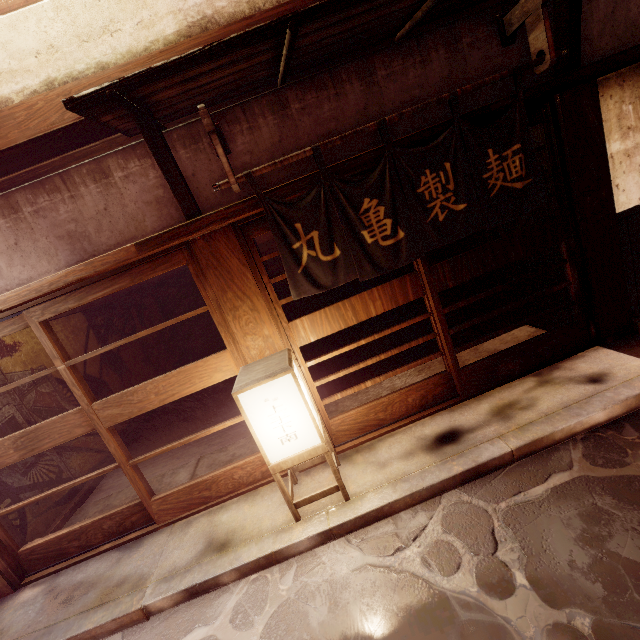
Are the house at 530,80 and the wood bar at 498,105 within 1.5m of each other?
yes

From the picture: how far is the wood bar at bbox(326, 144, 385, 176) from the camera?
5.53m

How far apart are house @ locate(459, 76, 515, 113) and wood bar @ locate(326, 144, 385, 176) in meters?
0.2 m

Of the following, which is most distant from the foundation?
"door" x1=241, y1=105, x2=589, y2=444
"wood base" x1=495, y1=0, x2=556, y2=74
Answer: "wood base" x1=495, y1=0, x2=556, y2=74

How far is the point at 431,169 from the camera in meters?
5.7

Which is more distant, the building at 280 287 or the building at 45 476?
the building at 280 287

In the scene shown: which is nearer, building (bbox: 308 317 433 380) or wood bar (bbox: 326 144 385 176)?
wood bar (bbox: 326 144 385 176)

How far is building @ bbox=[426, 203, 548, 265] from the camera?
12.87m
